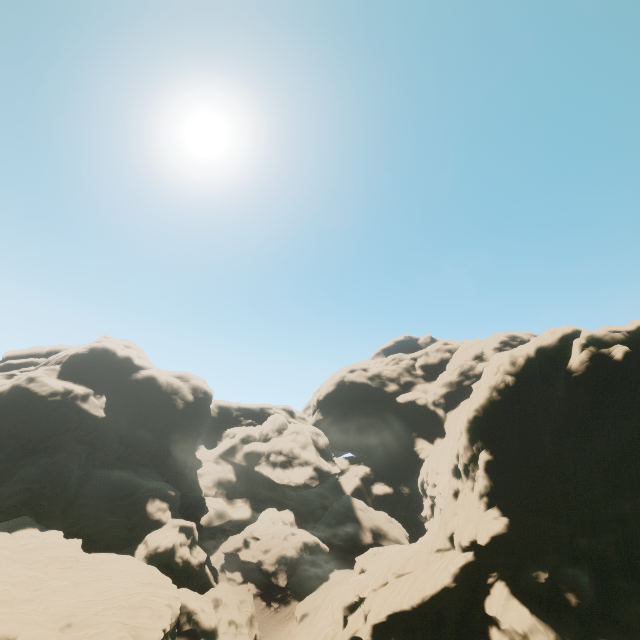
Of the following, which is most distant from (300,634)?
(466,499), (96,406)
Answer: (96,406)

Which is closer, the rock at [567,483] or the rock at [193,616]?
the rock at [567,483]

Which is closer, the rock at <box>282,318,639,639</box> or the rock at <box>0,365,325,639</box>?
the rock at <box>282,318,639,639</box>
